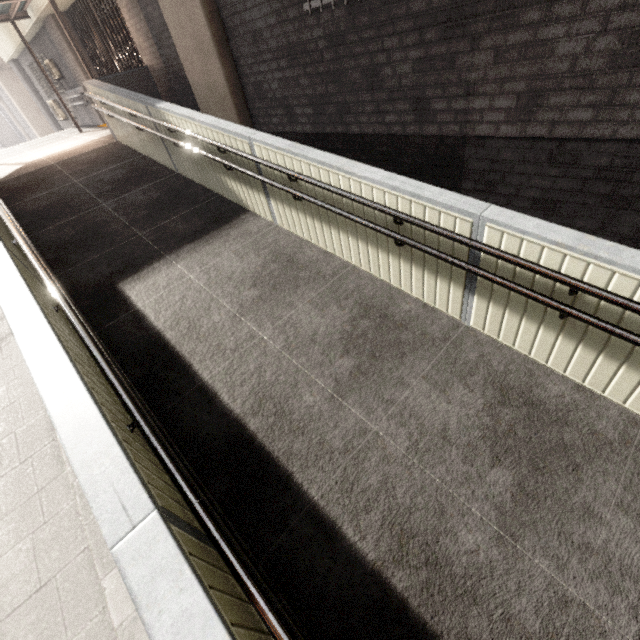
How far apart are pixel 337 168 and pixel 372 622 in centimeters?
366cm

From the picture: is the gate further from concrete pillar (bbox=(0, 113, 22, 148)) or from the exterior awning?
concrete pillar (bbox=(0, 113, 22, 148))

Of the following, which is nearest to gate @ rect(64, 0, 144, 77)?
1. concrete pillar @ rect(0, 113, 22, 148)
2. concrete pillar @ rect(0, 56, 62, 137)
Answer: concrete pillar @ rect(0, 56, 62, 137)

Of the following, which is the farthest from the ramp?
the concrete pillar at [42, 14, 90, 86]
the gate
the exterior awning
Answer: the concrete pillar at [42, 14, 90, 86]

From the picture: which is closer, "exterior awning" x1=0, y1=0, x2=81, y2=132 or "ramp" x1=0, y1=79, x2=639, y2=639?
"ramp" x1=0, y1=79, x2=639, y2=639

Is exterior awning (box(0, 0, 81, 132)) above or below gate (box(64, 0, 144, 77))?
above

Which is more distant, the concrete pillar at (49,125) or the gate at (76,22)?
the concrete pillar at (49,125)

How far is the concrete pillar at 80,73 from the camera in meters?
10.2 m
